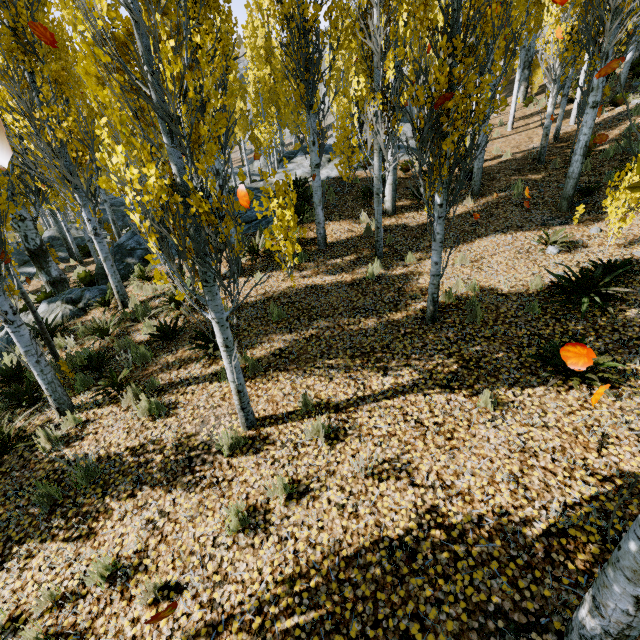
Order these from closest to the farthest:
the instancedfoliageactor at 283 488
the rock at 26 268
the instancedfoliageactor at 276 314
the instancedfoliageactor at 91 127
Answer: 1. the instancedfoliageactor at 91 127
2. the instancedfoliageactor at 283 488
3. the instancedfoliageactor at 276 314
4. the rock at 26 268

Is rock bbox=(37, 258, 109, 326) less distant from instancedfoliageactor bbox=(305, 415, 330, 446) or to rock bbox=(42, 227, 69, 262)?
instancedfoliageactor bbox=(305, 415, 330, 446)

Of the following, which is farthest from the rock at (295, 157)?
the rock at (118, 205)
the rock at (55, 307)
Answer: the rock at (118, 205)

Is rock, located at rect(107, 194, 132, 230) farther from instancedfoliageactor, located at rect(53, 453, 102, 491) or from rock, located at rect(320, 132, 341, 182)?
rock, located at rect(320, 132, 341, 182)

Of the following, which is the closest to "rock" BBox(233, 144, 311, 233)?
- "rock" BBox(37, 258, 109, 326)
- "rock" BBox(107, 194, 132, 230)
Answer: "rock" BBox(37, 258, 109, 326)

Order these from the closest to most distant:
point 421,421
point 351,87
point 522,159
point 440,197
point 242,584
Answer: point 242,584
point 421,421
point 440,197
point 522,159
point 351,87

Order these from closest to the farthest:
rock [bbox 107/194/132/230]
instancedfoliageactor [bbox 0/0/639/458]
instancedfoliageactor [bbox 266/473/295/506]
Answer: instancedfoliageactor [bbox 0/0/639/458]
instancedfoliageactor [bbox 266/473/295/506]
rock [bbox 107/194/132/230]
